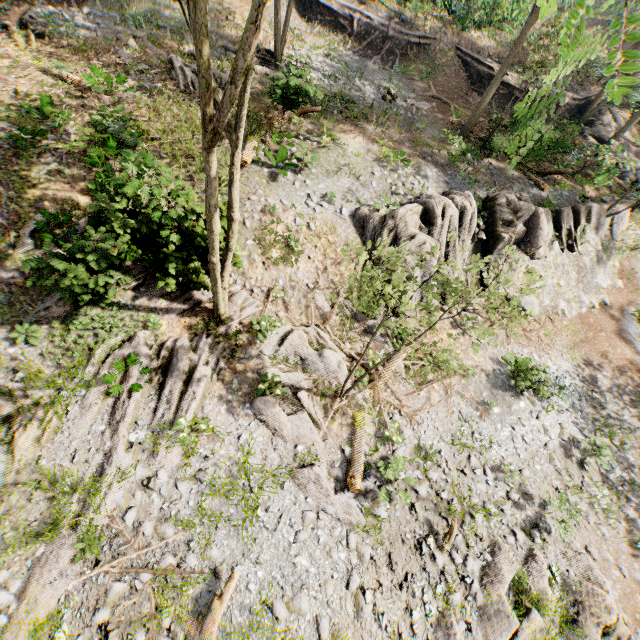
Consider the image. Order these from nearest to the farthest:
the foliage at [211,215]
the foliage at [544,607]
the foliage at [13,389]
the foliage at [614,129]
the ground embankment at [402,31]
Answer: the foliage at [614,129] < the foliage at [211,215] < the foliage at [13,389] < the foliage at [544,607] < the ground embankment at [402,31]

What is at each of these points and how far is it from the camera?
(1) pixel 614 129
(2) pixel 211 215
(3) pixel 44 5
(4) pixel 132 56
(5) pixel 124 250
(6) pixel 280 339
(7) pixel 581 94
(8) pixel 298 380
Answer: (1) foliage, 26.2m
(2) foliage, 7.2m
(3) ground embankment, 16.5m
(4) foliage, 15.5m
(5) foliage, 8.8m
(6) foliage, 11.5m
(7) ground embankment, 25.1m
(8) foliage, 10.6m

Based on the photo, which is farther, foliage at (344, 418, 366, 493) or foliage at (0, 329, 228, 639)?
foliage at (344, 418, 366, 493)

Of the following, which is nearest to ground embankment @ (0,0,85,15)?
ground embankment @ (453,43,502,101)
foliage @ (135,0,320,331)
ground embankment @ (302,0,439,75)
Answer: foliage @ (135,0,320,331)

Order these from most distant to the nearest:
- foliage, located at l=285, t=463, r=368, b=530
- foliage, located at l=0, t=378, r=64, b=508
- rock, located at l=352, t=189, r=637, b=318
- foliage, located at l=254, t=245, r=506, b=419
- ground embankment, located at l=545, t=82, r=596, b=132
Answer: ground embankment, located at l=545, t=82, r=596, b=132 < rock, located at l=352, t=189, r=637, b=318 < foliage, located at l=285, t=463, r=368, b=530 < foliage, located at l=0, t=378, r=64, b=508 < foliage, located at l=254, t=245, r=506, b=419

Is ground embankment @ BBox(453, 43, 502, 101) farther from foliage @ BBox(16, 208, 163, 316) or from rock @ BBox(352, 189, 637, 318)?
rock @ BBox(352, 189, 637, 318)

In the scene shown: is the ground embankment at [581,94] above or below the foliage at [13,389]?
above

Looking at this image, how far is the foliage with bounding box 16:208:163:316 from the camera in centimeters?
844cm
